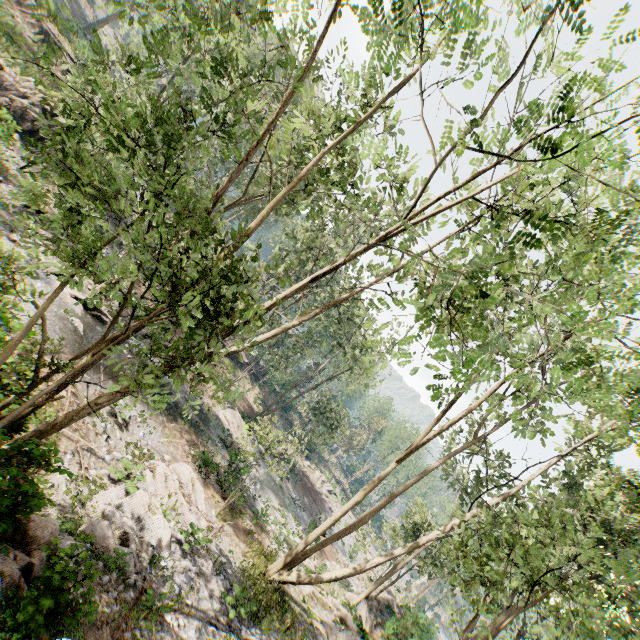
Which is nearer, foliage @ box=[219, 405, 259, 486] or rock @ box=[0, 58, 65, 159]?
foliage @ box=[219, 405, 259, 486]

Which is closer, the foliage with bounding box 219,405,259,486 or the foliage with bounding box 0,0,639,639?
the foliage with bounding box 0,0,639,639

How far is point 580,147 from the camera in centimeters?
457cm

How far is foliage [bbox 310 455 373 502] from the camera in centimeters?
4550cm

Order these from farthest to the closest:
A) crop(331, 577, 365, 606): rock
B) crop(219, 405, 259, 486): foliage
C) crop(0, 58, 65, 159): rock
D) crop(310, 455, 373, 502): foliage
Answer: crop(310, 455, 373, 502): foliage → crop(331, 577, 365, 606): rock → crop(0, 58, 65, 159): rock → crop(219, 405, 259, 486): foliage

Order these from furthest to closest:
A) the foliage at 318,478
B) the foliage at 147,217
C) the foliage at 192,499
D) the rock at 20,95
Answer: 1. the foliage at 318,478
2. the rock at 20,95
3. the foliage at 192,499
4. the foliage at 147,217

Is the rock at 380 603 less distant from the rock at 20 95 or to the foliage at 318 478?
the foliage at 318 478
